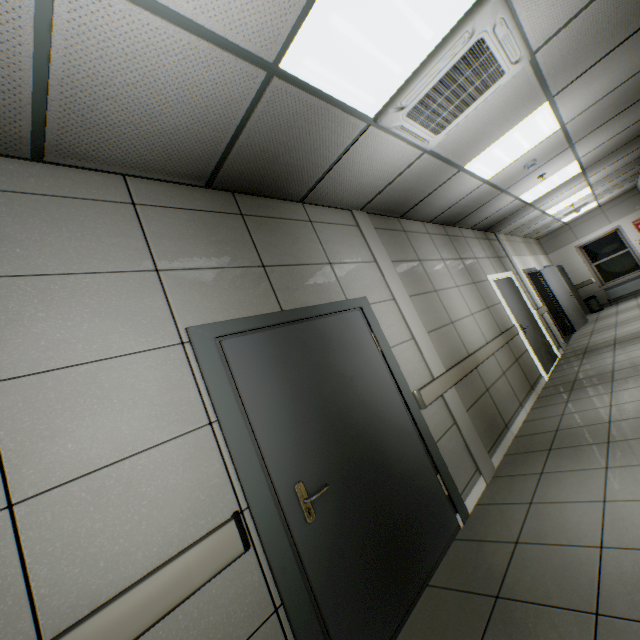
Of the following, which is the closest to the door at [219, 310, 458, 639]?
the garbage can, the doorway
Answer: the doorway

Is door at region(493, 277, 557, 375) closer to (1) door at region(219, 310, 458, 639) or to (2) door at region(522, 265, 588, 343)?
(2) door at region(522, 265, 588, 343)

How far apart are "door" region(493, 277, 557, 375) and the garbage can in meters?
6.3

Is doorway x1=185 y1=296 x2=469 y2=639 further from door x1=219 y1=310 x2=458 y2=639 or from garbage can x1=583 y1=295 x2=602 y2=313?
garbage can x1=583 y1=295 x2=602 y2=313

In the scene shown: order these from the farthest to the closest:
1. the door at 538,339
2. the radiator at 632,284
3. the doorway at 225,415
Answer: the radiator at 632,284, the door at 538,339, the doorway at 225,415

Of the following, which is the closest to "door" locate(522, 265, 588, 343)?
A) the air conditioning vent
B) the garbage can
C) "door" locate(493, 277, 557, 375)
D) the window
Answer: "door" locate(493, 277, 557, 375)

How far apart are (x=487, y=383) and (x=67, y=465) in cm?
440

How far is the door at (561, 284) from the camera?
9.2m
